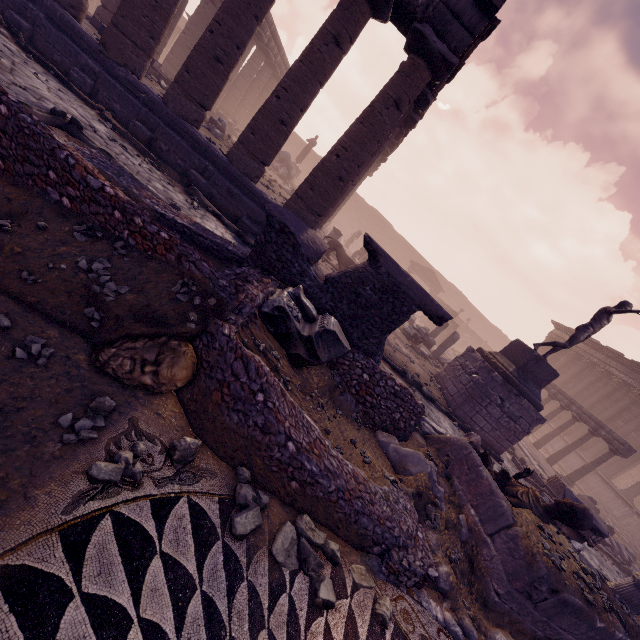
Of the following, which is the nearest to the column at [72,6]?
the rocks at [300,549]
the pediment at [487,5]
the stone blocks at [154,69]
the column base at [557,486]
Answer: the pediment at [487,5]

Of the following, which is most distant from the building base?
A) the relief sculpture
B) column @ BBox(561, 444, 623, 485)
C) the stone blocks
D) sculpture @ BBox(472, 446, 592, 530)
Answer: the relief sculpture

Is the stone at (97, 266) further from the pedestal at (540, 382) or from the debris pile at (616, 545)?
the debris pile at (616, 545)

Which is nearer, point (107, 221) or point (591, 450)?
point (107, 221)

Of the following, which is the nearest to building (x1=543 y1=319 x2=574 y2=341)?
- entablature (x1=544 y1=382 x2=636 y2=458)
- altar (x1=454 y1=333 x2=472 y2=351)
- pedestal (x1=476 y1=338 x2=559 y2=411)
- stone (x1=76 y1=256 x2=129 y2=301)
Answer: altar (x1=454 y1=333 x2=472 y2=351)

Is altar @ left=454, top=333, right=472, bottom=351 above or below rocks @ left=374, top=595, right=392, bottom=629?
above

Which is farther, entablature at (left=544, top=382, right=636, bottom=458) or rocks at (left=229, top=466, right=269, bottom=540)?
entablature at (left=544, top=382, right=636, bottom=458)

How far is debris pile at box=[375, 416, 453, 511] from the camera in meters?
4.8 m
